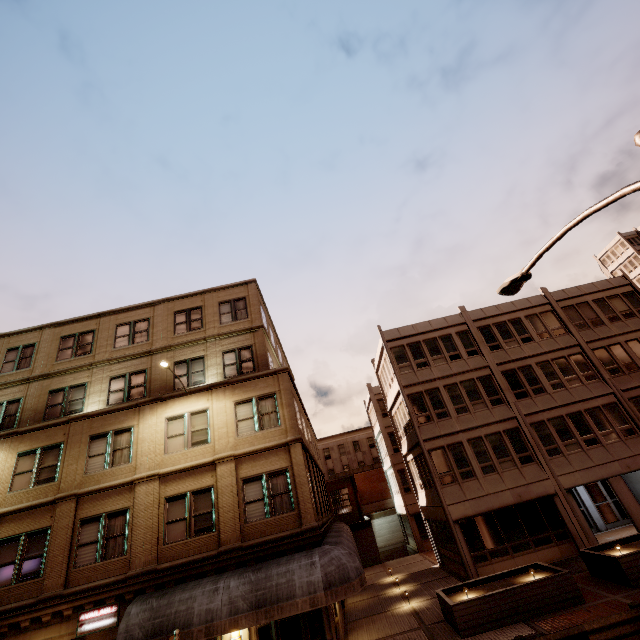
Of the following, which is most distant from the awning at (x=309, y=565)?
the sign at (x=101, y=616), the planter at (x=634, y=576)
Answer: the planter at (x=634, y=576)

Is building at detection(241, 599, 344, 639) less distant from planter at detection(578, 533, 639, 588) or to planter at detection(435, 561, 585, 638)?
planter at detection(435, 561, 585, 638)

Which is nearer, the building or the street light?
the street light

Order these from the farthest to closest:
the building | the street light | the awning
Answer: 1. the building
2. the awning
3. the street light

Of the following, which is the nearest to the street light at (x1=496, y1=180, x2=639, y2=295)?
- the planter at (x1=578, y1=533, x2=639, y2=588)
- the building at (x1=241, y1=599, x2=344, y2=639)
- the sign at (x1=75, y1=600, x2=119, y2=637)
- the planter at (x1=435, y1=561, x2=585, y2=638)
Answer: the building at (x1=241, y1=599, x2=344, y2=639)

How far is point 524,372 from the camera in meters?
22.9 m

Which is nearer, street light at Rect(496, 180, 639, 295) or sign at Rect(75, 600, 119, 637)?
street light at Rect(496, 180, 639, 295)
